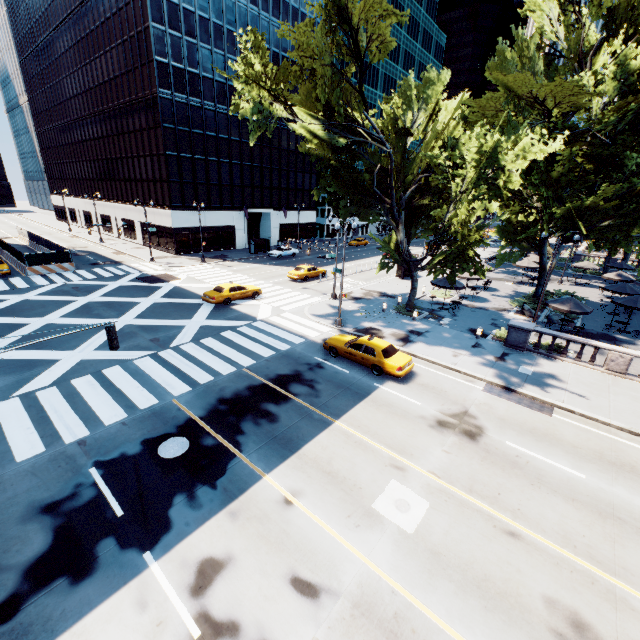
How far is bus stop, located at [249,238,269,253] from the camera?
47.9m

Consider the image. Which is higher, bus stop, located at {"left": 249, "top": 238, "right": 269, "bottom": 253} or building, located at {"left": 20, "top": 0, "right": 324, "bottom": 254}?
building, located at {"left": 20, "top": 0, "right": 324, "bottom": 254}

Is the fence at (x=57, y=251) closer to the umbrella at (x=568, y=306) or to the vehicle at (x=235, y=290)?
the vehicle at (x=235, y=290)

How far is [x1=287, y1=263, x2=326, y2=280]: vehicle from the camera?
34.7m

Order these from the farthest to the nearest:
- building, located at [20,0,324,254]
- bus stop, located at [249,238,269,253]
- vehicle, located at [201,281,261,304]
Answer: bus stop, located at [249,238,269,253]
building, located at [20,0,324,254]
vehicle, located at [201,281,261,304]

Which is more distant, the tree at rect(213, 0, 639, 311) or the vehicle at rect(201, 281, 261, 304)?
the vehicle at rect(201, 281, 261, 304)

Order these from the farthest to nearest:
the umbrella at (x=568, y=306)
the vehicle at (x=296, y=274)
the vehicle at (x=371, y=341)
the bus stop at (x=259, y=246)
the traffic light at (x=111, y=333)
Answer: the bus stop at (x=259, y=246), the vehicle at (x=296, y=274), the umbrella at (x=568, y=306), the vehicle at (x=371, y=341), the traffic light at (x=111, y=333)

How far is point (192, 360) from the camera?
17.8m
